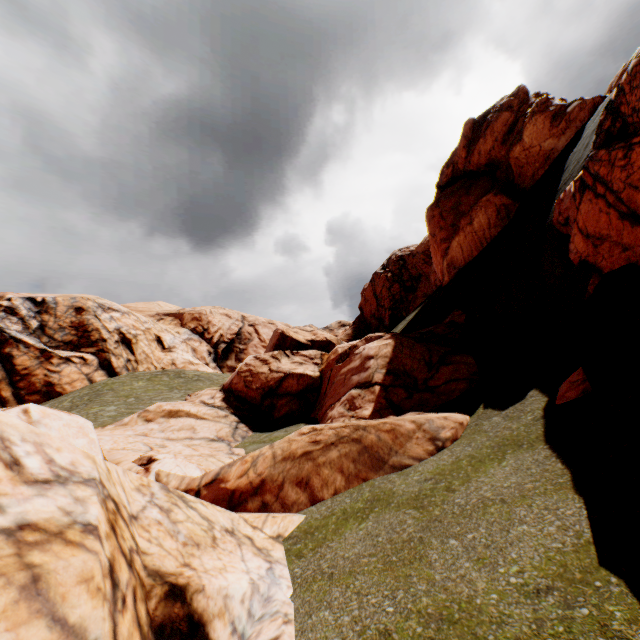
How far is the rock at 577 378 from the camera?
7.1 meters

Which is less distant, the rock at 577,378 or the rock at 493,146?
the rock at 493,146

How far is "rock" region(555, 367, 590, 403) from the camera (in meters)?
7.06

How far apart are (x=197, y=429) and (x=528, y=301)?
15.3 meters

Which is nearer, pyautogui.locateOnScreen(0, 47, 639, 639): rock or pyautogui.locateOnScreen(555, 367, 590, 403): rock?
pyautogui.locateOnScreen(0, 47, 639, 639): rock
